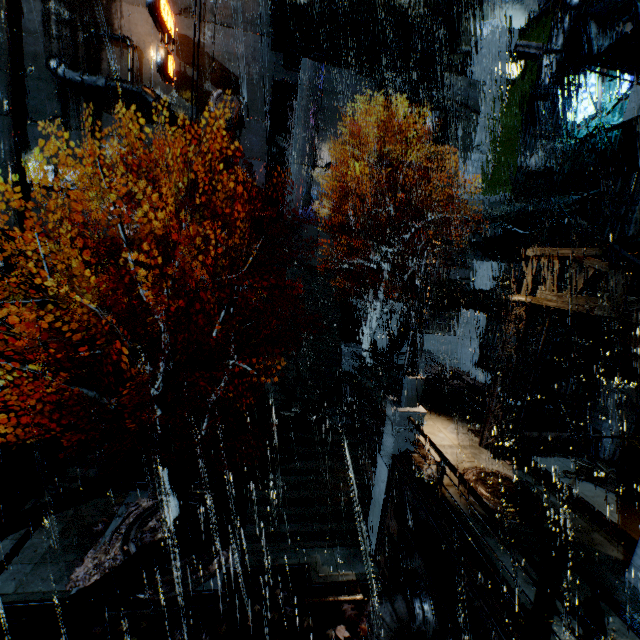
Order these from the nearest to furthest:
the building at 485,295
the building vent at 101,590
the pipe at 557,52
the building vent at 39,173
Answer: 1. the building vent at 101,590
2. the pipe at 557,52
3. the building at 485,295
4. the building vent at 39,173

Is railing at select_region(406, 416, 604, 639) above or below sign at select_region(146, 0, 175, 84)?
below

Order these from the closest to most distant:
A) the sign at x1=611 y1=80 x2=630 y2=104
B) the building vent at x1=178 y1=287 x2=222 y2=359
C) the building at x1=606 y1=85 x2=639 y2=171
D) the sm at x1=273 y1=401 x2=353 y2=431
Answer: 1. the building at x1=606 y1=85 x2=639 y2=171
2. the sign at x1=611 y1=80 x2=630 y2=104
3. the sm at x1=273 y1=401 x2=353 y2=431
4. the building vent at x1=178 y1=287 x2=222 y2=359

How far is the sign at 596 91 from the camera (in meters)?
14.63

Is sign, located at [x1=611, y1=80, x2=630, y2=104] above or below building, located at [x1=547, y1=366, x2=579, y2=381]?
above

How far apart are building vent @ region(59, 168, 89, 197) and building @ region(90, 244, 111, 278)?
6.53m

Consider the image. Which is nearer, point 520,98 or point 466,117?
point 520,98

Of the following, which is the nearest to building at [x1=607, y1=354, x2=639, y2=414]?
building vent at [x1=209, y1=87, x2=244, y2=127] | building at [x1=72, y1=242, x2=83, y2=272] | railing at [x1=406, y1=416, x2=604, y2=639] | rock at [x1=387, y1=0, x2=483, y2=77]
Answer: building vent at [x1=209, y1=87, x2=244, y2=127]
